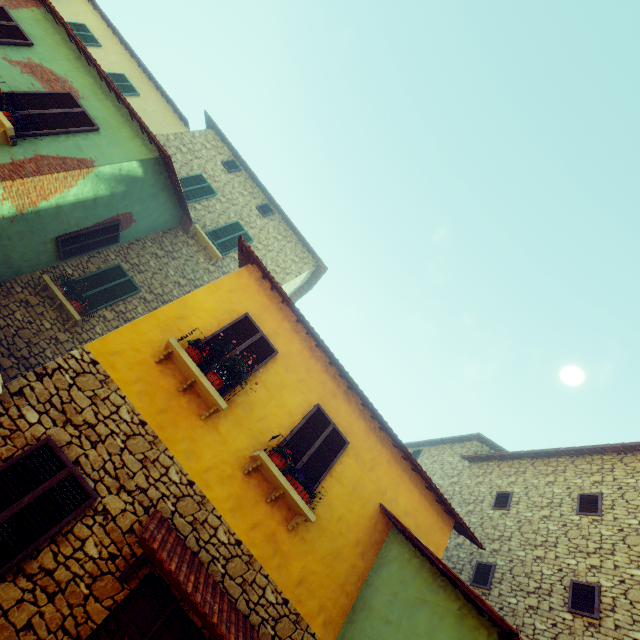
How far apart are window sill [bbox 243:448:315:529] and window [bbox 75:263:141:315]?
6.8m

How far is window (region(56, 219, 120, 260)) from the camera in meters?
8.6

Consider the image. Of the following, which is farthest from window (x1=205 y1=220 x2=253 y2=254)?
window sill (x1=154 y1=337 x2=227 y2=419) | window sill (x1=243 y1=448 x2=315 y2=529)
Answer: window sill (x1=243 y1=448 x2=315 y2=529)

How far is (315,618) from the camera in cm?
539

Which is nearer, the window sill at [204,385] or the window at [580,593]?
the window sill at [204,385]

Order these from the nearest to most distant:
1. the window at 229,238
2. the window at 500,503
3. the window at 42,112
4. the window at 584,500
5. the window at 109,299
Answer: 1. the window at 42,112
2. the window at 584,500
3. the window at 109,299
4. the window at 500,503
5. the window at 229,238

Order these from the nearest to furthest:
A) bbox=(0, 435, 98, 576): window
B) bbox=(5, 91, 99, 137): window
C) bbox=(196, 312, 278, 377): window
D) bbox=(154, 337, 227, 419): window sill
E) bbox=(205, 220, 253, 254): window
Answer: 1. bbox=(0, 435, 98, 576): window
2. bbox=(154, 337, 227, 419): window sill
3. bbox=(196, 312, 278, 377): window
4. bbox=(5, 91, 99, 137): window
5. bbox=(205, 220, 253, 254): window

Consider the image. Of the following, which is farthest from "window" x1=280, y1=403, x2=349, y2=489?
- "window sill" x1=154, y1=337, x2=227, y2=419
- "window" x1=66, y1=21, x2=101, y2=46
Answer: "window" x1=66, y1=21, x2=101, y2=46
